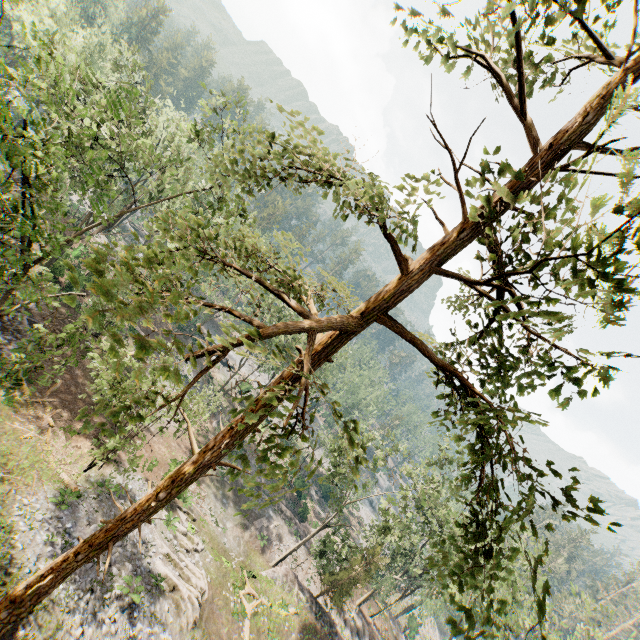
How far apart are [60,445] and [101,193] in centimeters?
1809cm

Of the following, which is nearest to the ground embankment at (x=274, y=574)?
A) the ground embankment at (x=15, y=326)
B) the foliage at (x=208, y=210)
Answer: the foliage at (x=208, y=210)

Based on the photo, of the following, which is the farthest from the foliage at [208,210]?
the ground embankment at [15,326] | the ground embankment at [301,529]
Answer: the ground embankment at [15,326]

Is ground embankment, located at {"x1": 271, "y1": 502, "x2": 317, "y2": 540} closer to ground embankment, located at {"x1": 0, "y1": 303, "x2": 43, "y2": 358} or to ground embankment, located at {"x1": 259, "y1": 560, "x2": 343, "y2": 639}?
ground embankment, located at {"x1": 259, "y1": 560, "x2": 343, "y2": 639}

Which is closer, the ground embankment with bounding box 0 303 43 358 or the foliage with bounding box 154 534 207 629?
the foliage with bounding box 154 534 207 629

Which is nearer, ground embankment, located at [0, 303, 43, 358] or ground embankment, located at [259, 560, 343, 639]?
ground embankment, located at [0, 303, 43, 358]

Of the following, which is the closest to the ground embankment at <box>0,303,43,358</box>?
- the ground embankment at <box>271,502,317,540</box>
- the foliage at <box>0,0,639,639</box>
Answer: the foliage at <box>0,0,639,639</box>

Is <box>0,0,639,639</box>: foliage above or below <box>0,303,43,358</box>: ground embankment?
above
